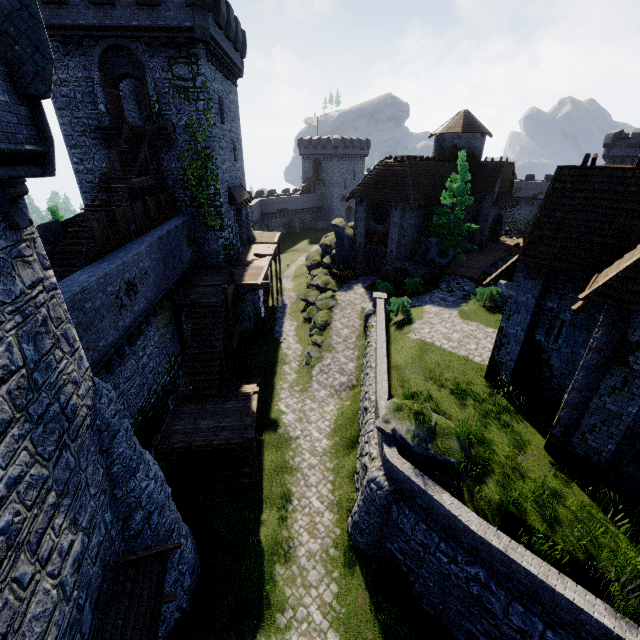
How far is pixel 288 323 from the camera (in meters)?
29.52

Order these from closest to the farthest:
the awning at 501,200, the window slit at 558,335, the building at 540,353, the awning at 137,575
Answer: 1. the awning at 137,575
2. the building at 540,353
3. the window slit at 558,335
4. the awning at 501,200

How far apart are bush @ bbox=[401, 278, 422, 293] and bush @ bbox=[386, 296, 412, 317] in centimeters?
408cm

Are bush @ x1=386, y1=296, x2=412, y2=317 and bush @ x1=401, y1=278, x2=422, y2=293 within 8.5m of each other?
yes

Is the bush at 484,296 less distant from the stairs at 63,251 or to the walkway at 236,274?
the walkway at 236,274

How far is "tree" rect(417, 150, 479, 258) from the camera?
26.9 meters

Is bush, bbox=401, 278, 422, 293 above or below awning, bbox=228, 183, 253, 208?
below

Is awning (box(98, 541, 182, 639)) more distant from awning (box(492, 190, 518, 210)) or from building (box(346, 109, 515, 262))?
awning (box(492, 190, 518, 210))
